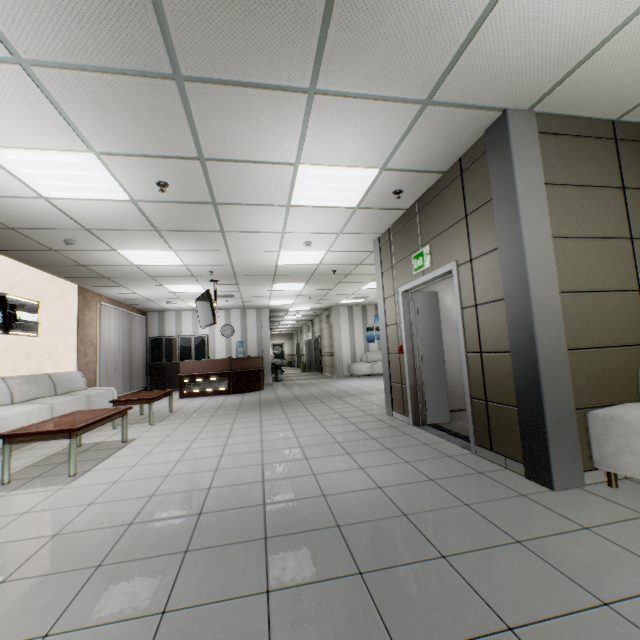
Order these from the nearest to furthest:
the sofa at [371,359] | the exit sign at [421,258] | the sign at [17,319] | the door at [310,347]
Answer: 1. the exit sign at [421,258]
2. the sign at [17,319]
3. the sofa at [371,359]
4. the door at [310,347]

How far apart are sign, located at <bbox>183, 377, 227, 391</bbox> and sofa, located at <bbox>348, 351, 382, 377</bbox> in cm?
583

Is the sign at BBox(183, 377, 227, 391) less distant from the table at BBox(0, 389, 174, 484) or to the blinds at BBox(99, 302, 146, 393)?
the blinds at BBox(99, 302, 146, 393)

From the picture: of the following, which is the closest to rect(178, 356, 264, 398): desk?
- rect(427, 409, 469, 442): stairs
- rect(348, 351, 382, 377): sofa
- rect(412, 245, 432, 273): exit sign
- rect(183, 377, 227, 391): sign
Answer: rect(183, 377, 227, 391): sign

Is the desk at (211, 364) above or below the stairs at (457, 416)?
above

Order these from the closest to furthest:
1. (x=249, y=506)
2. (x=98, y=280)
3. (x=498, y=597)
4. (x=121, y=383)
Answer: (x=498, y=597), (x=249, y=506), (x=98, y=280), (x=121, y=383)

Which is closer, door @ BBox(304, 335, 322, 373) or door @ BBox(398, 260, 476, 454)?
door @ BBox(398, 260, 476, 454)

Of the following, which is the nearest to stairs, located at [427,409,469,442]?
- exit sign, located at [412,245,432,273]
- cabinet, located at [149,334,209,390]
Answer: exit sign, located at [412,245,432,273]
